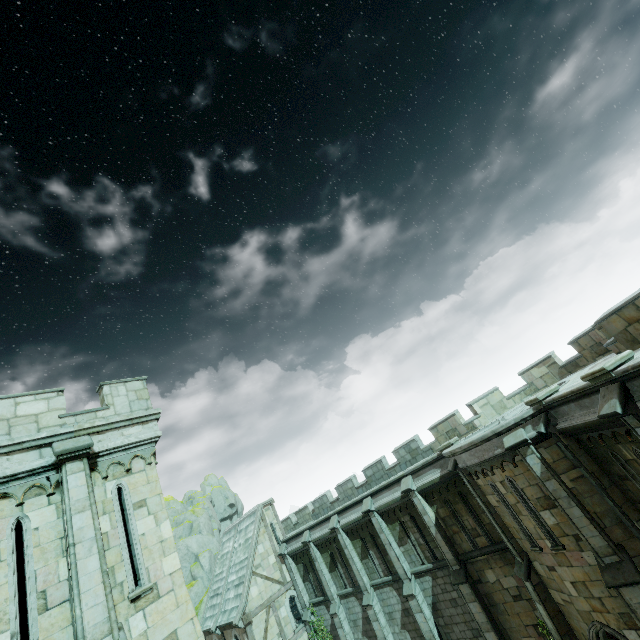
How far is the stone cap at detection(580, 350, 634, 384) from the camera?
8.1 meters

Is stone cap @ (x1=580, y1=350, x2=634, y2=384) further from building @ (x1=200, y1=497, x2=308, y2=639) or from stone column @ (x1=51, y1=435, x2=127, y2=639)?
building @ (x1=200, y1=497, x2=308, y2=639)

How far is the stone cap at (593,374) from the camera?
8.05m

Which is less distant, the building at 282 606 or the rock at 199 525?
the building at 282 606

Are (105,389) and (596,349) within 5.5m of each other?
no

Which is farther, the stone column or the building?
the building

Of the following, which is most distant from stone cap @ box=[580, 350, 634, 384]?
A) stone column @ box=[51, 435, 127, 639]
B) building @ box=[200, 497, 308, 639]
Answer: building @ box=[200, 497, 308, 639]

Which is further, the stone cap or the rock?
the rock
